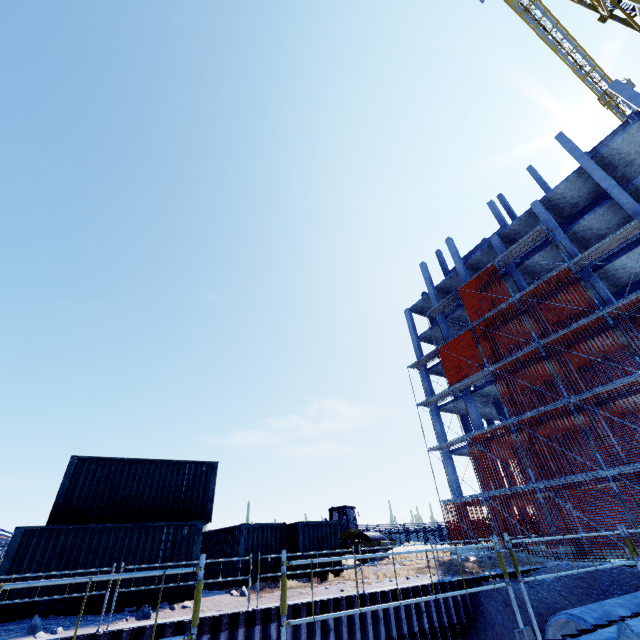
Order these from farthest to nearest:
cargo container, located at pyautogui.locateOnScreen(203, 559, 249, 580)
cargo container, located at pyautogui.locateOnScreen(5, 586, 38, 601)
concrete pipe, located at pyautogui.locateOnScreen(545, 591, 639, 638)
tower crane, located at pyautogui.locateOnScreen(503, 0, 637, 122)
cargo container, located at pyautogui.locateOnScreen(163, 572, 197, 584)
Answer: tower crane, located at pyautogui.locateOnScreen(503, 0, 637, 122) < cargo container, located at pyautogui.locateOnScreen(203, 559, 249, 580) < cargo container, located at pyautogui.locateOnScreen(163, 572, 197, 584) < cargo container, located at pyautogui.locateOnScreen(5, 586, 38, 601) < concrete pipe, located at pyautogui.locateOnScreen(545, 591, 639, 638)

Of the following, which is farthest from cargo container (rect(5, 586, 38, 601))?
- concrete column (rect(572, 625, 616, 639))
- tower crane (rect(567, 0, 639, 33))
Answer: tower crane (rect(567, 0, 639, 33))

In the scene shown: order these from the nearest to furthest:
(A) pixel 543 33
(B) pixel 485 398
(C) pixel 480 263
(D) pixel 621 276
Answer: (D) pixel 621 276 < (B) pixel 485 398 < (C) pixel 480 263 < (A) pixel 543 33

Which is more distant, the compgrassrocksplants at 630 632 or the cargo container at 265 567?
the cargo container at 265 567

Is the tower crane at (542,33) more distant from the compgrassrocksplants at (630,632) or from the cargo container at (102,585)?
the cargo container at (102,585)

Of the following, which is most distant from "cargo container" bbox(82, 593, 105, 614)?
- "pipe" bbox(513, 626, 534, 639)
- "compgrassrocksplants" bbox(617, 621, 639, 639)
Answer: "pipe" bbox(513, 626, 534, 639)

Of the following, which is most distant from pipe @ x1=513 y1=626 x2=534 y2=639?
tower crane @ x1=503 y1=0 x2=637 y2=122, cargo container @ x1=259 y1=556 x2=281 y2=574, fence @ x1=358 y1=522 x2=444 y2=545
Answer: tower crane @ x1=503 y1=0 x2=637 y2=122

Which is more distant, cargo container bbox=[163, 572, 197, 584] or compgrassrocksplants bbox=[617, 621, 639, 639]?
cargo container bbox=[163, 572, 197, 584]
